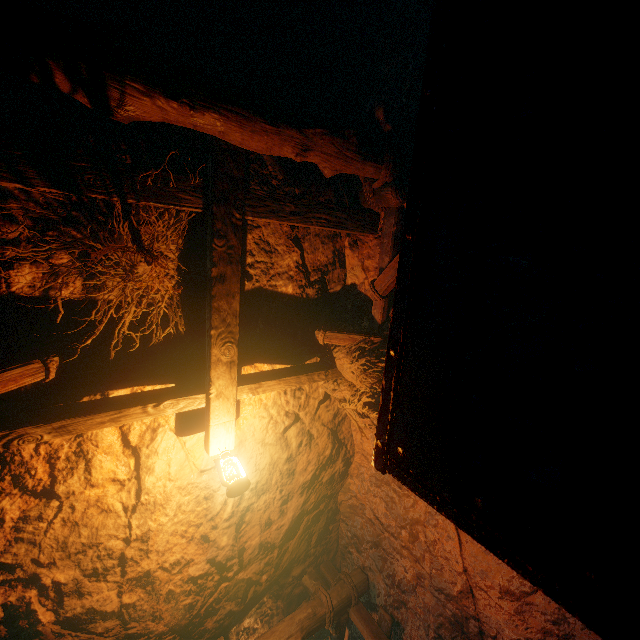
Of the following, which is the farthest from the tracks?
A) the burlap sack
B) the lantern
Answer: the lantern

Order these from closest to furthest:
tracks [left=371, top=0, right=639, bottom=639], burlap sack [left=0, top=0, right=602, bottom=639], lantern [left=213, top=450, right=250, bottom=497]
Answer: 1. tracks [left=371, top=0, right=639, bottom=639]
2. burlap sack [left=0, top=0, right=602, bottom=639]
3. lantern [left=213, top=450, right=250, bottom=497]

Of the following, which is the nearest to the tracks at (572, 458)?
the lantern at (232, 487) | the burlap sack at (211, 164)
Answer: the burlap sack at (211, 164)

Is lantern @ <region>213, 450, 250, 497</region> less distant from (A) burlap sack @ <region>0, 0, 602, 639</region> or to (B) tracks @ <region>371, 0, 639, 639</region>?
(A) burlap sack @ <region>0, 0, 602, 639</region>

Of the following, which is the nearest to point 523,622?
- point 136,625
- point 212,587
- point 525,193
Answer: point 212,587

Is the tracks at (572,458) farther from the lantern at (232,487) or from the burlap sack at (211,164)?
the lantern at (232,487)
